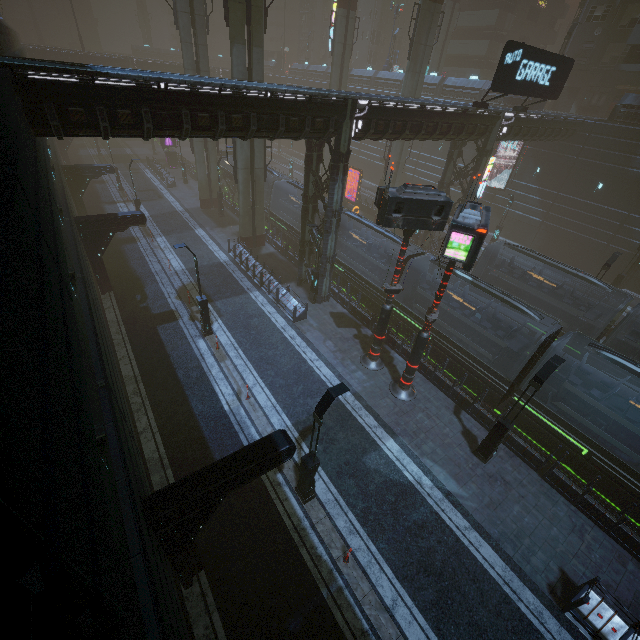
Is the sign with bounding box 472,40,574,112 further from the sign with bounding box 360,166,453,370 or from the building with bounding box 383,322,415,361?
the sign with bounding box 360,166,453,370

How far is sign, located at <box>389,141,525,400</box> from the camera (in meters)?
10.47

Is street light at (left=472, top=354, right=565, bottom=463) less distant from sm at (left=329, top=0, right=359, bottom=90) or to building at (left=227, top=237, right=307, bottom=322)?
building at (left=227, top=237, right=307, bottom=322)

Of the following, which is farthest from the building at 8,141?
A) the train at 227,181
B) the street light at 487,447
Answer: the street light at 487,447

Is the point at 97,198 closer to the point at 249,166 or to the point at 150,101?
the point at 249,166

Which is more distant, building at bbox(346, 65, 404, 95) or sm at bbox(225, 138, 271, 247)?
building at bbox(346, 65, 404, 95)

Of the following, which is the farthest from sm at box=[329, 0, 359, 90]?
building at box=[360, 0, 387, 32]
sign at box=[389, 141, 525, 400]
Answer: sign at box=[389, 141, 525, 400]
